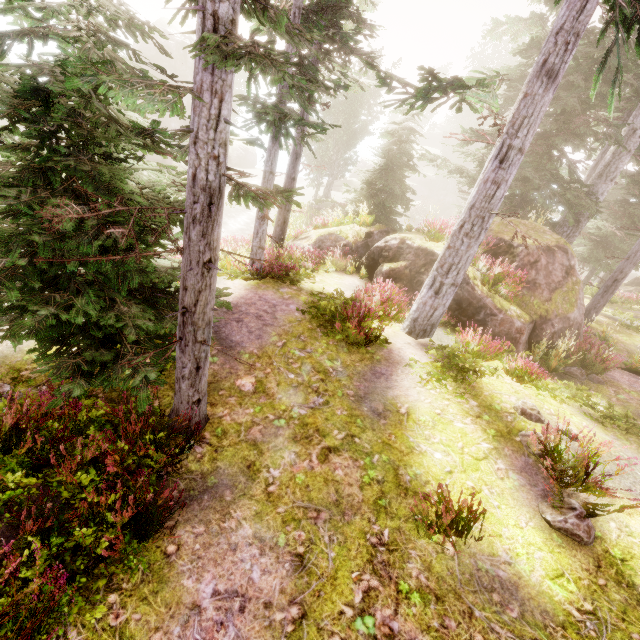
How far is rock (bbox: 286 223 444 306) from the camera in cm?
1198

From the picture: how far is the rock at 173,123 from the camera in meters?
32.8 m

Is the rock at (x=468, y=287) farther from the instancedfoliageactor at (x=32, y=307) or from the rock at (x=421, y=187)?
the rock at (x=421, y=187)

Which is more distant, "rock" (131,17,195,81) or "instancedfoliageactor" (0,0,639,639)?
"rock" (131,17,195,81)

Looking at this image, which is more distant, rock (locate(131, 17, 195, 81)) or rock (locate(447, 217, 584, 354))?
rock (locate(131, 17, 195, 81))

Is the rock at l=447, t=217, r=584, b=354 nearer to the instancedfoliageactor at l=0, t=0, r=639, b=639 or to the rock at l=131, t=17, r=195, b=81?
the instancedfoliageactor at l=0, t=0, r=639, b=639

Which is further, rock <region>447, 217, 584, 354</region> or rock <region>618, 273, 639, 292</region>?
rock <region>618, 273, 639, 292</region>

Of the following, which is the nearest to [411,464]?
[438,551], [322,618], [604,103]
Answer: [438,551]
